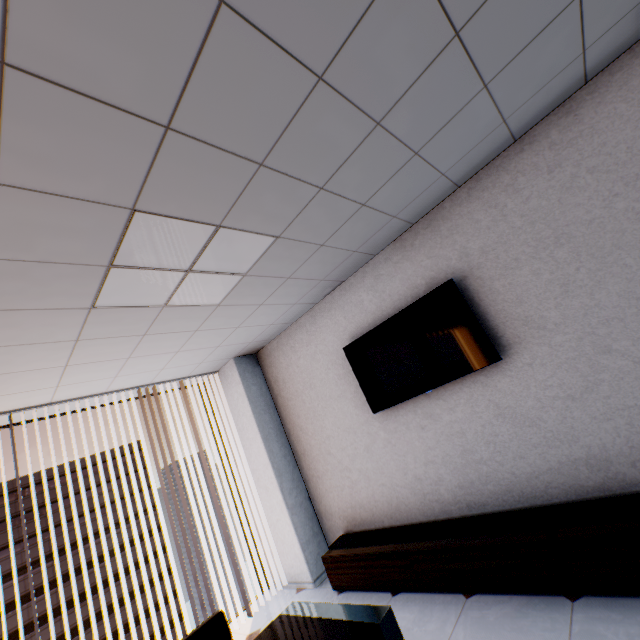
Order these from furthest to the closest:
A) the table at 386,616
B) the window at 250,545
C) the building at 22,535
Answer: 1. the building at 22,535
2. the window at 250,545
3. the table at 386,616

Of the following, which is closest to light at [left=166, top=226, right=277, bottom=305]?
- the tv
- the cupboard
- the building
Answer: the tv

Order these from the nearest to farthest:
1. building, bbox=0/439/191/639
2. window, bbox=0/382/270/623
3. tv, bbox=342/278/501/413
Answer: tv, bbox=342/278/501/413 → window, bbox=0/382/270/623 → building, bbox=0/439/191/639

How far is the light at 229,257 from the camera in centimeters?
221cm

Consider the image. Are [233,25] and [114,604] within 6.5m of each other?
no

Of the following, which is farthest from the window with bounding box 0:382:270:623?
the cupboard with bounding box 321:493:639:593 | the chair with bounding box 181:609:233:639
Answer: the chair with bounding box 181:609:233:639

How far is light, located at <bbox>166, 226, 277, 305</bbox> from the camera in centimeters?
221cm
